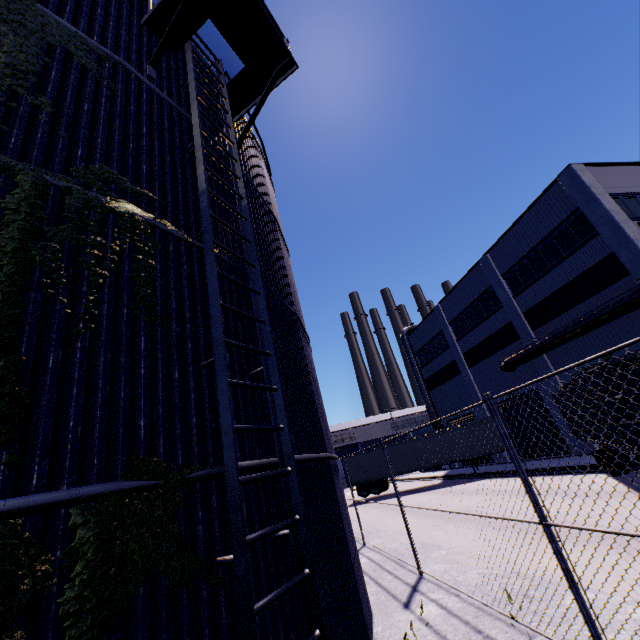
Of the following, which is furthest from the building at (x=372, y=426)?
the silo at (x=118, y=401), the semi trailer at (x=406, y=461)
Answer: the semi trailer at (x=406, y=461)

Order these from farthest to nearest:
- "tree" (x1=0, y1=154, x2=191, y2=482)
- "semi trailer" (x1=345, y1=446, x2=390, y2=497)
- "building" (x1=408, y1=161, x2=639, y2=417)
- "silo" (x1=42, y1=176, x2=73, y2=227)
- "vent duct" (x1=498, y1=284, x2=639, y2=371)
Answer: "semi trailer" (x1=345, y1=446, x2=390, y2=497) → "building" (x1=408, y1=161, x2=639, y2=417) → "vent duct" (x1=498, y1=284, x2=639, y2=371) → "silo" (x1=42, y1=176, x2=73, y2=227) → "tree" (x1=0, y1=154, x2=191, y2=482)

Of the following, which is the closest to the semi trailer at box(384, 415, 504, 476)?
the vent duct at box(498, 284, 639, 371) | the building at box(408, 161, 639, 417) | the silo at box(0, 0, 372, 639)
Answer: the silo at box(0, 0, 372, 639)

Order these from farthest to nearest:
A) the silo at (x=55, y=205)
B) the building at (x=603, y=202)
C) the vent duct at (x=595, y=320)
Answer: the building at (x=603, y=202) < the vent duct at (x=595, y=320) < the silo at (x=55, y=205)

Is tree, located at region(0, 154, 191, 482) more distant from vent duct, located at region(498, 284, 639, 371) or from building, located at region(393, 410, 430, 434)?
vent duct, located at region(498, 284, 639, 371)

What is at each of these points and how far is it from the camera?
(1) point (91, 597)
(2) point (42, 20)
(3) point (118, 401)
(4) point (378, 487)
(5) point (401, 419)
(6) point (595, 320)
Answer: (1) tree, 2.1m
(2) tree, 4.2m
(3) silo, 2.9m
(4) semi trailer, 26.5m
(5) building, 58.2m
(6) vent duct, 17.1m

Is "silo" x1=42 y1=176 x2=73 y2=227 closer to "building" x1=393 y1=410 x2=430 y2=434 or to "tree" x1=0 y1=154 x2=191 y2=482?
"tree" x1=0 y1=154 x2=191 y2=482
